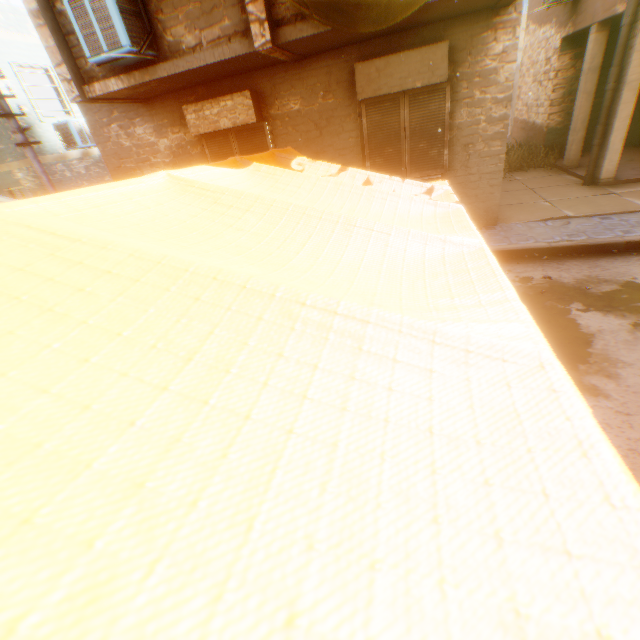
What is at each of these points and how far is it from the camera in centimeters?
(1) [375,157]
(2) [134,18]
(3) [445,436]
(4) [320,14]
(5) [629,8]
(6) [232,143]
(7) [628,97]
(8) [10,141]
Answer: (1) shutter, 687cm
(2) air conditioner, 493cm
(3) tent, 49cm
(4) tent, 399cm
(5) pipe, 649cm
(6) shutter, 731cm
(7) building, 707cm
(8) building, 1011cm

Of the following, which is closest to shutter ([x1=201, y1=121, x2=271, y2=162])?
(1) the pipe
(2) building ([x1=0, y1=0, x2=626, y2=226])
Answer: (2) building ([x1=0, y1=0, x2=626, y2=226])

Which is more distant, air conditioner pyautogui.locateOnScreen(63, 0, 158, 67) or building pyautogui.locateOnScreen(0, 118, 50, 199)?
building pyautogui.locateOnScreen(0, 118, 50, 199)

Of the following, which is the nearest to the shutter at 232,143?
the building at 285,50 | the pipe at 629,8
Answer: the building at 285,50

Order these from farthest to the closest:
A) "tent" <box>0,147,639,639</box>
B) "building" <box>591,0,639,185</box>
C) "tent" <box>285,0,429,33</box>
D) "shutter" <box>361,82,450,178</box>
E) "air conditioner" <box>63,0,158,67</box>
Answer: "building" <box>591,0,639,185</box>
"shutter" <box>361,82,450,178</box>
"air conditioner" <box>63,0,158,67</box>
"tent" <box>285,0,429,33</box>
"tent" <box>0,147,639,639</box>

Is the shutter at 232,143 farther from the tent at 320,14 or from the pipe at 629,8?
the pipe at 629,8

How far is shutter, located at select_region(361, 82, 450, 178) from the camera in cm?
614
